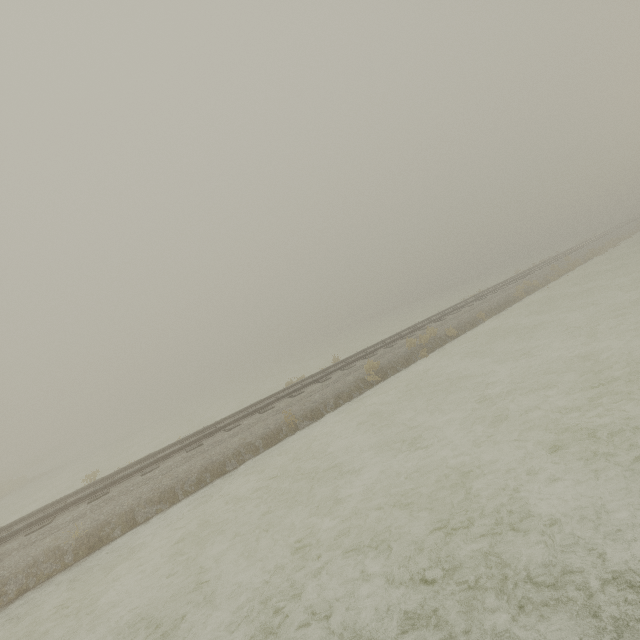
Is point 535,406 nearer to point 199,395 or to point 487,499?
point 487,499
